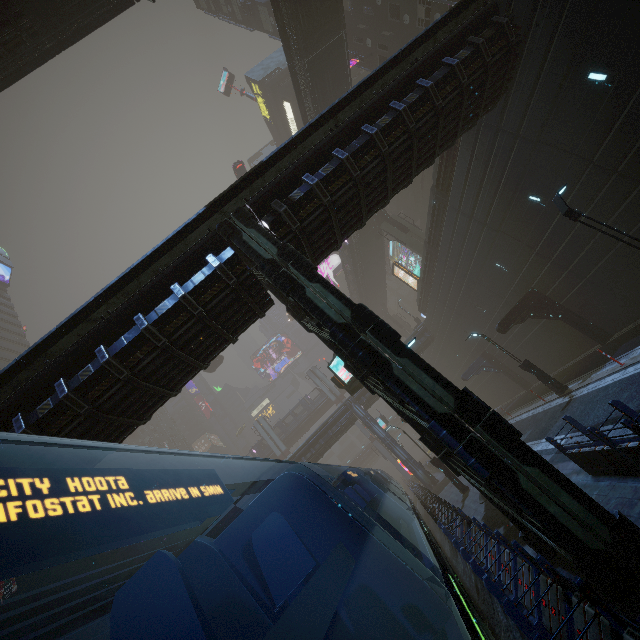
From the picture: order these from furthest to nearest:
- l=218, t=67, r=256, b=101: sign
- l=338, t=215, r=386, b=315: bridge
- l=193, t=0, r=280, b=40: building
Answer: l=218, t=67, r=256, b=101: sign < l=338, t=215, r=386, b=315: bridge < l=193, t=0, r=280, b=40: building

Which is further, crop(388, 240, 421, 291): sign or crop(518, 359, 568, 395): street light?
crop(388, 240, 421, 291): sign

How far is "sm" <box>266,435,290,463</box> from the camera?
57.9m

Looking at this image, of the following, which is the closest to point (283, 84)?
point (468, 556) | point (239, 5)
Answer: point (239, 5)

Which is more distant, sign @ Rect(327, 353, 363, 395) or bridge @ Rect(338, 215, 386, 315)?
bridge @ Rect(338, 215, 386, 315)

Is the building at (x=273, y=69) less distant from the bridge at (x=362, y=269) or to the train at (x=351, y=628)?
the train at (x=351, y=628)

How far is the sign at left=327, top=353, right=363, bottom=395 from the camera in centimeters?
1636cm

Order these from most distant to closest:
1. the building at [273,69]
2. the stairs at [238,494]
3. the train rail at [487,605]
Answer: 1. the stairs at [238,494]
2. the building at [273,69]
3. the train rail at [487,605]
